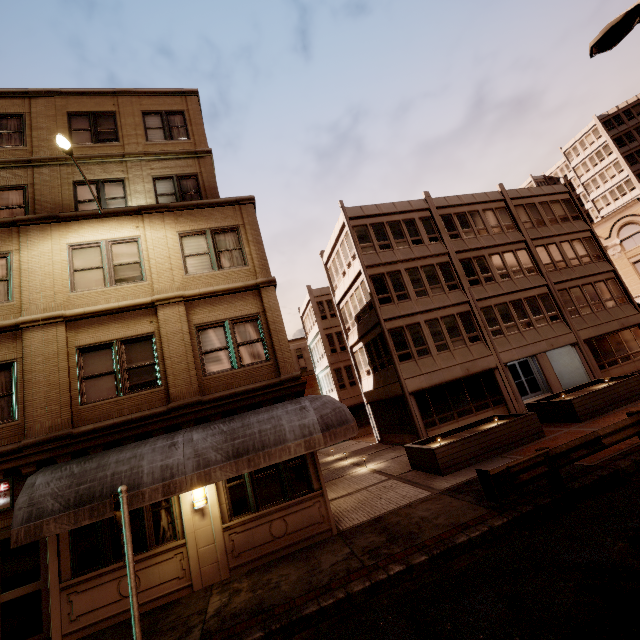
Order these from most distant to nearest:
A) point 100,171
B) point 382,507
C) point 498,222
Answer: point 498,222 < point 100,171 < point 382,507

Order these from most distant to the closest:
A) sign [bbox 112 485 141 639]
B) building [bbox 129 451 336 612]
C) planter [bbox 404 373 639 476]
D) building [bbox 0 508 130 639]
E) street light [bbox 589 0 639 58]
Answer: planter [bbox 404 373 639 476], building [bbox 129 451 336 612], building [bbox 0 508 130 639], street light [bbox 589 0 639 58], sign [bbox 112 485 141 639]

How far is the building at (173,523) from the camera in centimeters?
826cm

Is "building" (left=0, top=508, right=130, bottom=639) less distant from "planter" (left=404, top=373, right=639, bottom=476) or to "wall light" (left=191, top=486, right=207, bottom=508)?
"wall light" (left=191, top=486, right=207, bottom=508)

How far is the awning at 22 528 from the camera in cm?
707

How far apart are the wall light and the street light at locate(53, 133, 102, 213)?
9.1m

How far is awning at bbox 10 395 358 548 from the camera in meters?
7.1 m

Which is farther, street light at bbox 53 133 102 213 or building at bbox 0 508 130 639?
street light at bbox 53 133 102 213
